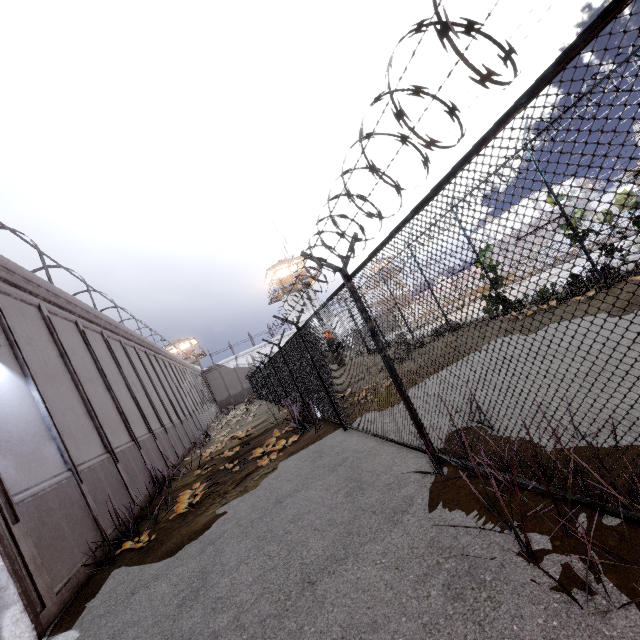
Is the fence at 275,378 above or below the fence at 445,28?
below

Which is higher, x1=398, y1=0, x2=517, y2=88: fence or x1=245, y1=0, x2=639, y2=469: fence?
x1=398, y1=0, x2=517, y2=88: fence

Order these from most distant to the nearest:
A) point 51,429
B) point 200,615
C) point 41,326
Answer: point 41,326
point 51,429
point 200,615
